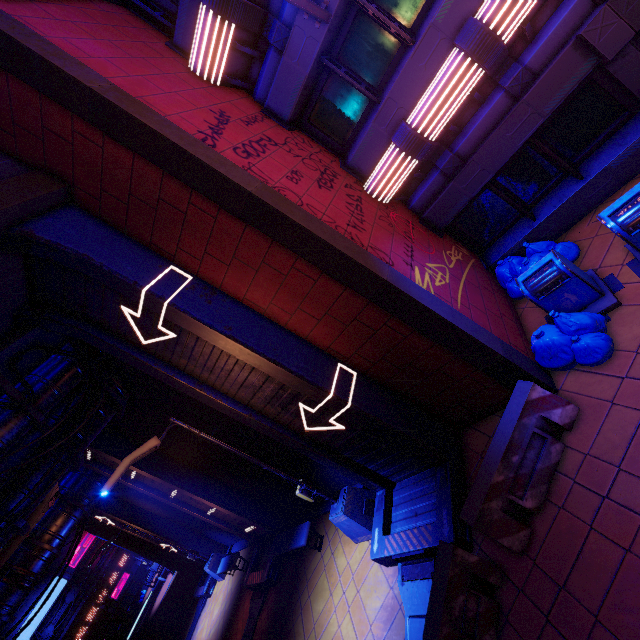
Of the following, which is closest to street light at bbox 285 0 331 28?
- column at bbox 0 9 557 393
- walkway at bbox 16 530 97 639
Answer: column at bbox 0 9 557 393

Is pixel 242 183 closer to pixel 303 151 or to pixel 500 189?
pixel 303 151

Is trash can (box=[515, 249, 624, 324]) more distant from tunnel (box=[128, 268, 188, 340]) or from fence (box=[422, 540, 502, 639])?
fence (box=[422, 540, 502, 639])

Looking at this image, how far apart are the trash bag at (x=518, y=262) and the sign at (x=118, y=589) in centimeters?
5204cm

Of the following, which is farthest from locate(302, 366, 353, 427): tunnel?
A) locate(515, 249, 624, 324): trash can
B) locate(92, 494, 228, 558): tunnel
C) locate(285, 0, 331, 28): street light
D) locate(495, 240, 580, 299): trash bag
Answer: locate(92, 494, 228, 558): tunnel

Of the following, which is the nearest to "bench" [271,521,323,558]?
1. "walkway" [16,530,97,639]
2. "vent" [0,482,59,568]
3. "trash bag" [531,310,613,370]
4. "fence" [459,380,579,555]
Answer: "fence" [459,380,579,555]

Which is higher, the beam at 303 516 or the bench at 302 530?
the bench at 302 530

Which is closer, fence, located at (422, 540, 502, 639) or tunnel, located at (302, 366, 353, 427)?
fence, located at (422, 540, 502, 639)
